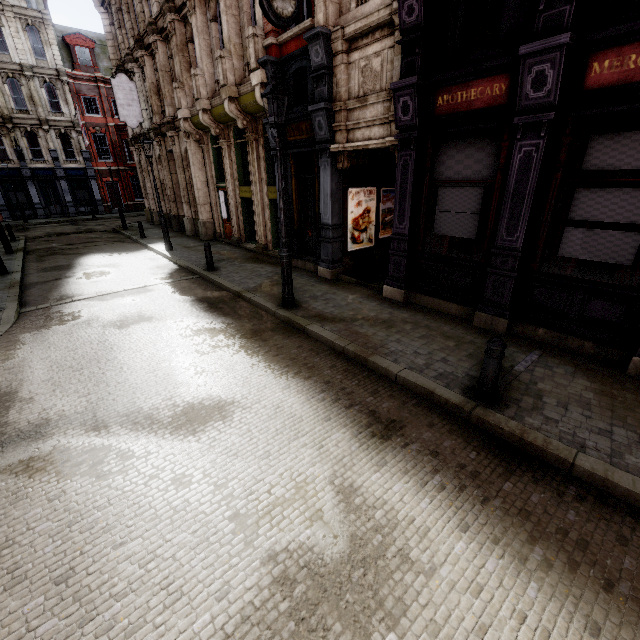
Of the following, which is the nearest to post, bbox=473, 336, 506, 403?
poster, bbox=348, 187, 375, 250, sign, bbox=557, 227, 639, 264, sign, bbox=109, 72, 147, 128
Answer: sign, bbox=557, 227, 639, 264

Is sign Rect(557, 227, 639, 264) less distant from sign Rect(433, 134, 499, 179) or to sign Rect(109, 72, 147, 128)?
sign Rect(433, 134, 499, 179)

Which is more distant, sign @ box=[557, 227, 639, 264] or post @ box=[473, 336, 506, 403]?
sign @ box=[557, 227, 639, 264]

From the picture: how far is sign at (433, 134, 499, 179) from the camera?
6.1m

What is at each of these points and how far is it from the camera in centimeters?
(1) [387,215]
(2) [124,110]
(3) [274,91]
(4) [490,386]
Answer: (1) poster, 1129cm
(2) sign, 1756cm
(3) street light, 615cm
(4) post, 445cm

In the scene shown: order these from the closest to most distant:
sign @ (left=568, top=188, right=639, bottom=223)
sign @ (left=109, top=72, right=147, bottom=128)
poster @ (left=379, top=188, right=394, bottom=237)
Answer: sign @ (left=568, top=188, right=639, bottom=223) < poster @ (left=379, top=188, right=394, bottom=237) < sign @ (left=109, top=72, right=147, bottom=128)

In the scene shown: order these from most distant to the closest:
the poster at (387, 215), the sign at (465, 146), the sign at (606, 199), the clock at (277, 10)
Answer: the poster at (387, 215) < the clock at (277, 10) < the sign at (465, 146) < the sign at (606, 199)

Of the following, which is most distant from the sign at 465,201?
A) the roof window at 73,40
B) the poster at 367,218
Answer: the roof window at 73,40
